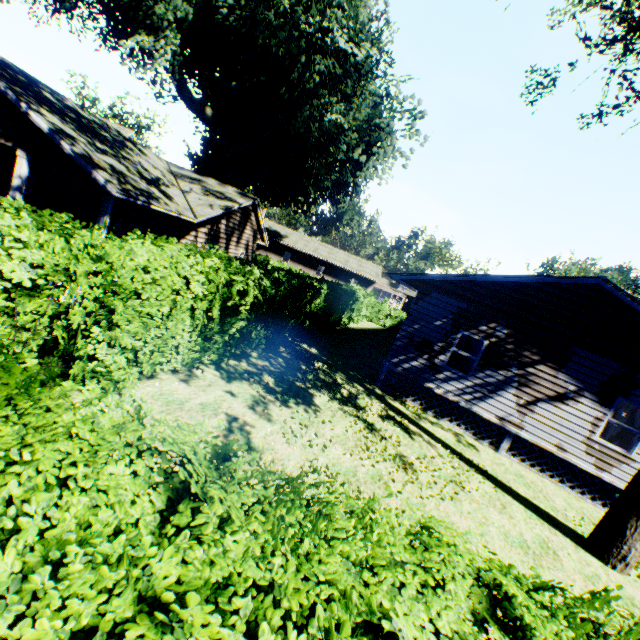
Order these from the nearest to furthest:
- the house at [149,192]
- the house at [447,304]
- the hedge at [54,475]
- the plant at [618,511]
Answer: the hedge at [54,475]
the plant at [618,511]
the house at [149,192]
the house at [447,304]

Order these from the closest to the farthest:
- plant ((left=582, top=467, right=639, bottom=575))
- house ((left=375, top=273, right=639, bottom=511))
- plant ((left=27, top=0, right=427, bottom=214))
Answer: Answer: plant ((left=582, top=467, right=639, bottom=575)) → house ((left=375, top=273, right=639, bottom=511)) → plant ((left=27, top=0, right=427, bottom=214))

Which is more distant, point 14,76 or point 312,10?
point 312,10

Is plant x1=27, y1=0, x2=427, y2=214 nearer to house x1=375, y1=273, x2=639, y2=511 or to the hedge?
the hedge

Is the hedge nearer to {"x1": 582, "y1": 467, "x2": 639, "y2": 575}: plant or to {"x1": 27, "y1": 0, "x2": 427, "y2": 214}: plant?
Result: {"x1": 27, "y1": 0, "x2": 427, "y2": 214}: plant

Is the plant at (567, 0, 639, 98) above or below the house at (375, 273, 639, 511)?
above

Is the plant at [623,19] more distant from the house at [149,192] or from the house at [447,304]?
the house at [447,304]

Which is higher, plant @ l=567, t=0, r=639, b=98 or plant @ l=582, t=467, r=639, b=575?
plant @ l=567, t=0, r=639, b=98
